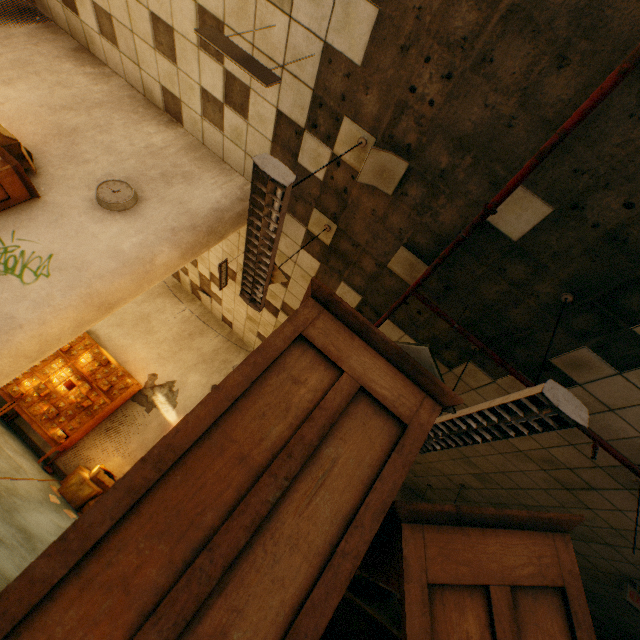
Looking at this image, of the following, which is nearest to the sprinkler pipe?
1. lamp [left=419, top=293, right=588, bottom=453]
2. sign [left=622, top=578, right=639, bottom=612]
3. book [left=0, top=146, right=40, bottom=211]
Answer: lamp [left=419, top=293, right=588, bottom=453]

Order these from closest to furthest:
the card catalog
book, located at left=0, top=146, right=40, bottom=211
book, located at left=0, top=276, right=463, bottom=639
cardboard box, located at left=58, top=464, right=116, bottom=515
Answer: book, located at left=0, top=276, right=463, bottom=639, book, located at left=0, top=146, right=40, bottom=211, cardboard box, located at left=58, top=464, right=116, bottom=515, the card catalog

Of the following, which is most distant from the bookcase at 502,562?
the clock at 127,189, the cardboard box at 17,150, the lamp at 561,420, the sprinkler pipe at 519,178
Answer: the cardboard box at 17,150

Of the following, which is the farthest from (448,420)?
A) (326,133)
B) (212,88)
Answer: (212,88)

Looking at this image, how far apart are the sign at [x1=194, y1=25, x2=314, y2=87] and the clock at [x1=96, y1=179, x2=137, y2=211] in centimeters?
164cm

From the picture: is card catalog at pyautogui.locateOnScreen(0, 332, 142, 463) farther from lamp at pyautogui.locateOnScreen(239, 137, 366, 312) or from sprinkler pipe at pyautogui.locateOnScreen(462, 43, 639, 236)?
lamp at pyautogui.locateOnScreen(239, 137, 366, 312)

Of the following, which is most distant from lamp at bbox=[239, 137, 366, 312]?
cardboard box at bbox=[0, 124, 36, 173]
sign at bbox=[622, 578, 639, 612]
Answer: sign at bbox=[622, 578, 639, 612]

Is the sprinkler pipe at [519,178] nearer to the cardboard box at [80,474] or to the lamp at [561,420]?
the lamp at [561,420]
